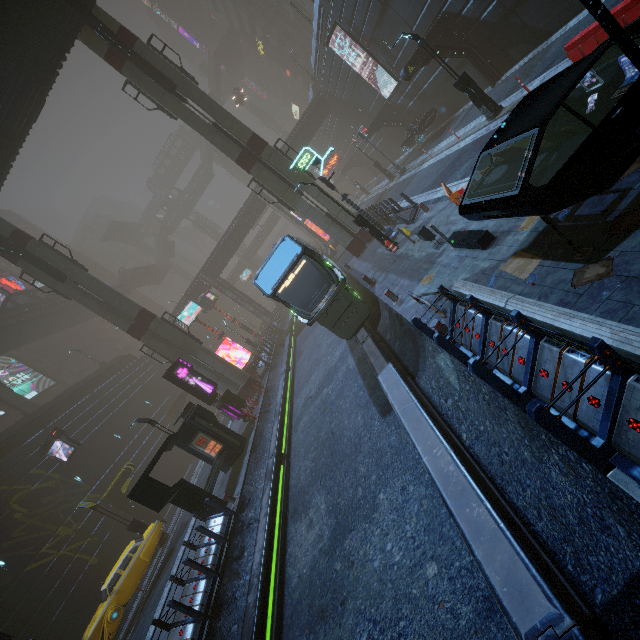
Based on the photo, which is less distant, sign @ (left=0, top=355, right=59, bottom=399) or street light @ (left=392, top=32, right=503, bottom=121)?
street light @ (left=392, top=32, right=503, bottom=121)

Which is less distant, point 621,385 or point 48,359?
point 621,385

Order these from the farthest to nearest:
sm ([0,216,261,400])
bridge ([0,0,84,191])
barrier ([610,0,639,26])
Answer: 1. sm ([0,216,261,400])
2. bridge ([0,0,84,191])
3. barrier ([610,0,639,26])

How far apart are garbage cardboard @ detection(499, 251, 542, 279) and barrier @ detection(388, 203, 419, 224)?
9.1m

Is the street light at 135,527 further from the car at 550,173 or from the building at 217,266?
the car at 550,173

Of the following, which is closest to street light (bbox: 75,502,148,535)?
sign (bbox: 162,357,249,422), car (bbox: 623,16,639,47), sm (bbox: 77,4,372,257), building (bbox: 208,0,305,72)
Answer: building (bbox: 208,0,305,72)

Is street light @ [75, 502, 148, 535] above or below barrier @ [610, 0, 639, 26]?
above

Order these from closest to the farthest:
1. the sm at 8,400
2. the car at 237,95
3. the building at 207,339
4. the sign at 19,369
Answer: the sm at 8,400 < the sign at 19,369 < the car at 237,95 < the building at 207,339
